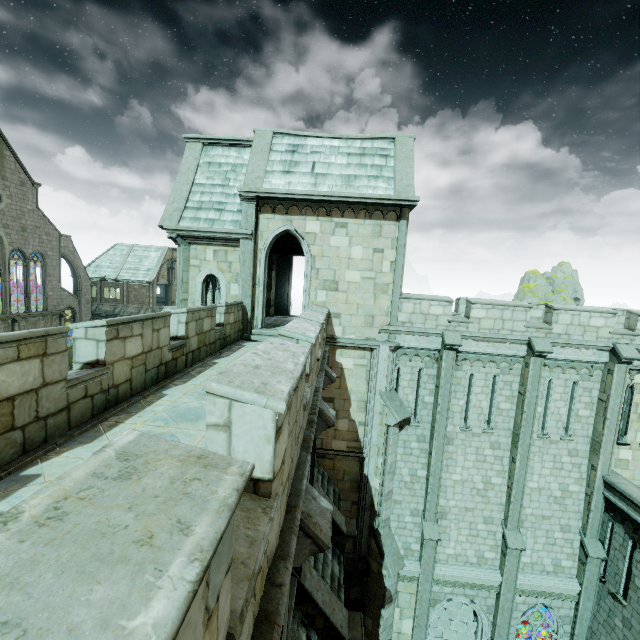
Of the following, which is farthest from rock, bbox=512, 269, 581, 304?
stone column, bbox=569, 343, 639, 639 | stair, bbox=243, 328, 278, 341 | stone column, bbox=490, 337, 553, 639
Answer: stair, bbox=243, 328, 278, 341

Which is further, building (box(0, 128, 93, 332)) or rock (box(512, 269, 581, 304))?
rock (box(512, 269, 581, 304))

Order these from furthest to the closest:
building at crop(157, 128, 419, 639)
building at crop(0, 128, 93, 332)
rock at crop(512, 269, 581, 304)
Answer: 1. rock at crop(512, 269, 581, 304)
2. building at crop(0, 128, 93, 332)
3. building at crop(157, 128, 419, 639)

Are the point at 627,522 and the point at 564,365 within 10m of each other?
yes

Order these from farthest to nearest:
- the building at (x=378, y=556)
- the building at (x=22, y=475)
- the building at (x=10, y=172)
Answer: the building at (x=10, y=172)
the building at (x=378, y=556)
the building at (x=22, y=475)

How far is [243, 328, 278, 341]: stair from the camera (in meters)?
12.80

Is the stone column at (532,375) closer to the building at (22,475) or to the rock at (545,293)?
the building at (22,475)

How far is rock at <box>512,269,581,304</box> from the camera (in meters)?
47.97
